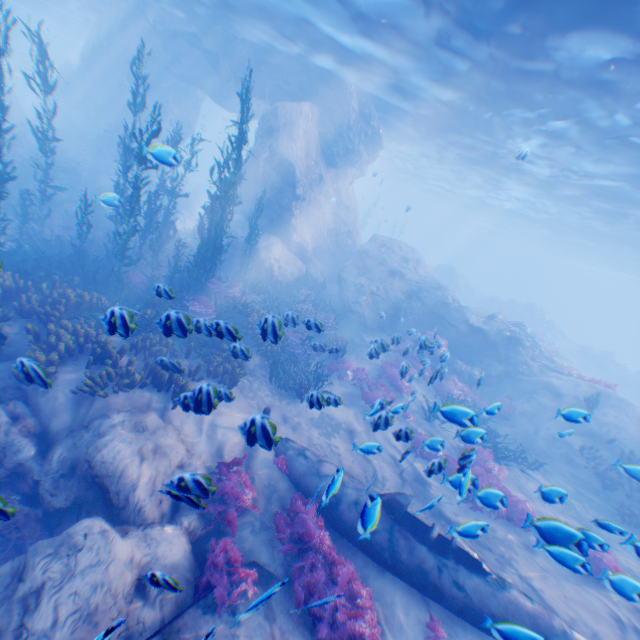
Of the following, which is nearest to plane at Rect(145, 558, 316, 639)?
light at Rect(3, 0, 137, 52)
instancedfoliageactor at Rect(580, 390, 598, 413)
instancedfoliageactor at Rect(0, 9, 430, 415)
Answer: instancedfoliageactor at Rect(0, 9, 430, 415)

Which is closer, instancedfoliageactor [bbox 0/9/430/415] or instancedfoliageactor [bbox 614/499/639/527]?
instancedfoliageactor [bbox 0/9/430/415]

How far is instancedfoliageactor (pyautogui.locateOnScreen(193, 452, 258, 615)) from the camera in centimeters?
520cm

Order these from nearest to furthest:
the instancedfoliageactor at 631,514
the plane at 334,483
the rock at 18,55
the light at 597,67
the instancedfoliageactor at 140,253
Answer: the plane at 334,483 < the instancedfoliageactor at 140,253 < the light at 597,67 < the instancedfoliageactor at 631,514 < the rock at 18,55

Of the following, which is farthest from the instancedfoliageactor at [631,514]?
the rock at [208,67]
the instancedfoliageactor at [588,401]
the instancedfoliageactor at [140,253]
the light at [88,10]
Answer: the light at [88,10]

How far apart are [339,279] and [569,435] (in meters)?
13.71

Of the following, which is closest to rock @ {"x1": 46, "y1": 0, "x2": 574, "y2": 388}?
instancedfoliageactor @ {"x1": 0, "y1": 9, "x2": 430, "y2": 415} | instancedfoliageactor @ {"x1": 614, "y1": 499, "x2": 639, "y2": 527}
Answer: instancedfoliageactor @ {"x1": 0, "y1": 9, "x2": 430, "y2": 415}

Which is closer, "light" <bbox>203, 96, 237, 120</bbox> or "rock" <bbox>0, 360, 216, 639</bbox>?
"rock" <bbox>0, 360, 216, 639</bbox>
